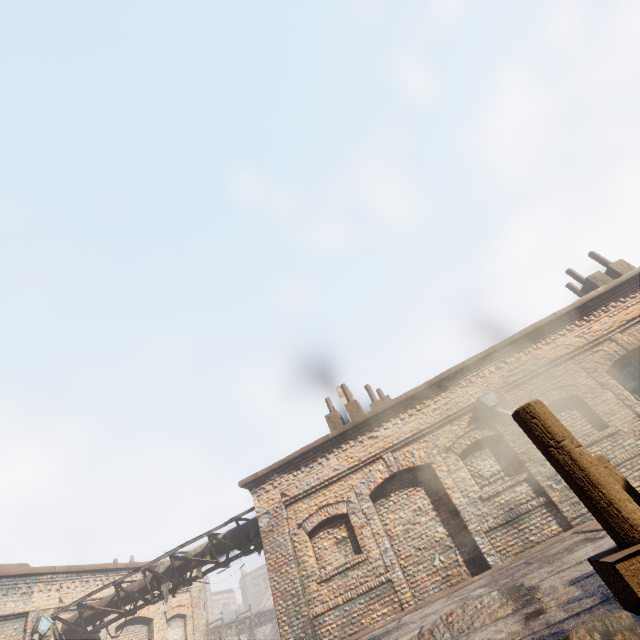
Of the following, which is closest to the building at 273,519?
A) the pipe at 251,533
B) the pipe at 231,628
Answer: the pipe at 251,533

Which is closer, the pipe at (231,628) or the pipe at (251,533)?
the pipe at (251,533)

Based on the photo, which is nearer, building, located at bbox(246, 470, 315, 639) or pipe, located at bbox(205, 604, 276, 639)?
building, located at bbox(246, 470, 315, 639)

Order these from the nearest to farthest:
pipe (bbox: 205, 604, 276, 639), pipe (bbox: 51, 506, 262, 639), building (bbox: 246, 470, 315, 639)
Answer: building (bbox: 246, 470, 315, 639)
pipe (bbox: 51, 506, 262, 639)
pipe (bbox: 205, 604, 276, 639)

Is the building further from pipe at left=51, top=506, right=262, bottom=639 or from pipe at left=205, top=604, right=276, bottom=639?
pipe at left=205, top=604, right=276, bottom=639

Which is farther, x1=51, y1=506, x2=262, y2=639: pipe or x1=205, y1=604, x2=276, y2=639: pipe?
x1=205, y1=604, x2=276, y2=639: pipe

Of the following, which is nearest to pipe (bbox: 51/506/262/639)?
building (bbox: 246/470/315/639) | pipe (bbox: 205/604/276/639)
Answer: building (bbox: 246/470/315/639)

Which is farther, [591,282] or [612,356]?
[591,282]
